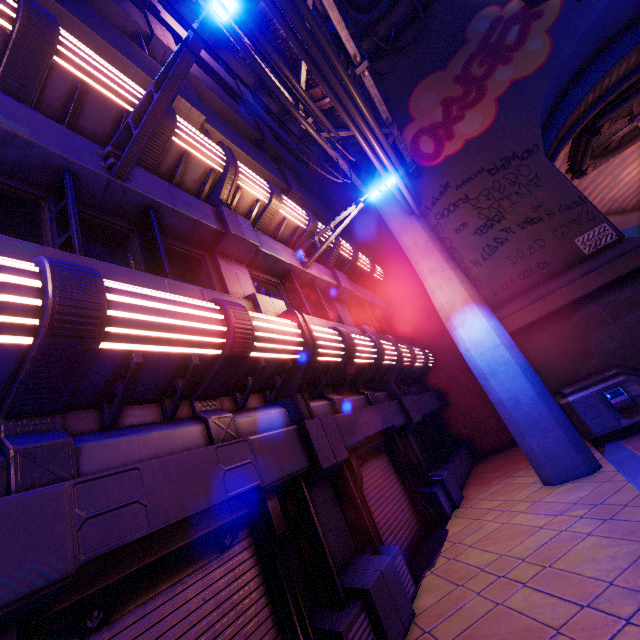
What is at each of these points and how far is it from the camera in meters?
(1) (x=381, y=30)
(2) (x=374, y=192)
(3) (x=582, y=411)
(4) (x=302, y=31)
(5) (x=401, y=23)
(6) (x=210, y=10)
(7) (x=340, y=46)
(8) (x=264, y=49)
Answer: (1) wall arch, 14.9
(2) street light, 8.1
(3) generator, 8.0
(4) cable, 5.7
(5) wall arch, 14.6
(6) street light, 4.0
(7) pipe, 8.4
(8) cable, 6.8

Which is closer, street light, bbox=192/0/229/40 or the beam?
street light, bbox=192/0/229/40

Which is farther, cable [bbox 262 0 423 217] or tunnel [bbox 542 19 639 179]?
tunnel [bbox 542 19 639 179]

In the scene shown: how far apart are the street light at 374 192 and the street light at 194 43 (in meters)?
4.53

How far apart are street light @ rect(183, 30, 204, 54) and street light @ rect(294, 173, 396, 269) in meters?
4.5

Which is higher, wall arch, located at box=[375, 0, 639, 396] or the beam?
wall arch, located at box=[375, 0, 639, 396]

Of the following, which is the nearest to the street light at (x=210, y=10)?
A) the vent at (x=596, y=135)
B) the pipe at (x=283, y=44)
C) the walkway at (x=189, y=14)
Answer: the pipe at (x=283, y=44)

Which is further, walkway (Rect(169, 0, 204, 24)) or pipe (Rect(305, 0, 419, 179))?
walkway (Rect(169, 0, 204, 24))
